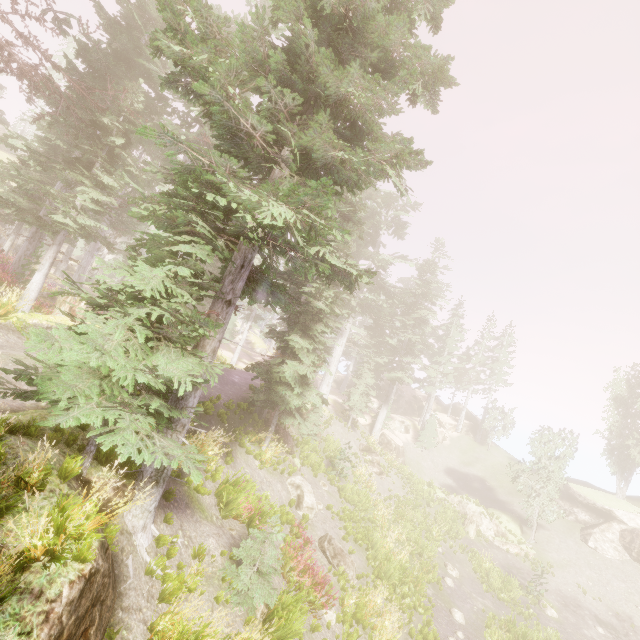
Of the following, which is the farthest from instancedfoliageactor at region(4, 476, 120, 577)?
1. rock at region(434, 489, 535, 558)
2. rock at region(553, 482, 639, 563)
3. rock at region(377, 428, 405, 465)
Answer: rock at region(434, 489, 535, 558)

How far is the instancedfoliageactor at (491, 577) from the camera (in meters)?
18.64

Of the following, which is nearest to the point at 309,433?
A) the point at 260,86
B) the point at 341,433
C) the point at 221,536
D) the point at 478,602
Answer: the point at 341,433

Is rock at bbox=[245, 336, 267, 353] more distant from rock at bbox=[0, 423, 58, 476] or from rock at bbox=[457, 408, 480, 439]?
rock at bbox=[0, 423, 58, 476]

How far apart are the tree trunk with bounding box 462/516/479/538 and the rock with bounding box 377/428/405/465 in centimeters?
771cm

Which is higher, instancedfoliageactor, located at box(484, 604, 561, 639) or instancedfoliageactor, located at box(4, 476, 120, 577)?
instancedfoliageactor, located at box(4, 476, 120, 577)

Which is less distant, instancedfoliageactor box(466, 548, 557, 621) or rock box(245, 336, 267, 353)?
instancedfoliageactor box(466, 548, 557, 621)

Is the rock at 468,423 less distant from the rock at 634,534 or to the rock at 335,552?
the rock at 634,534
